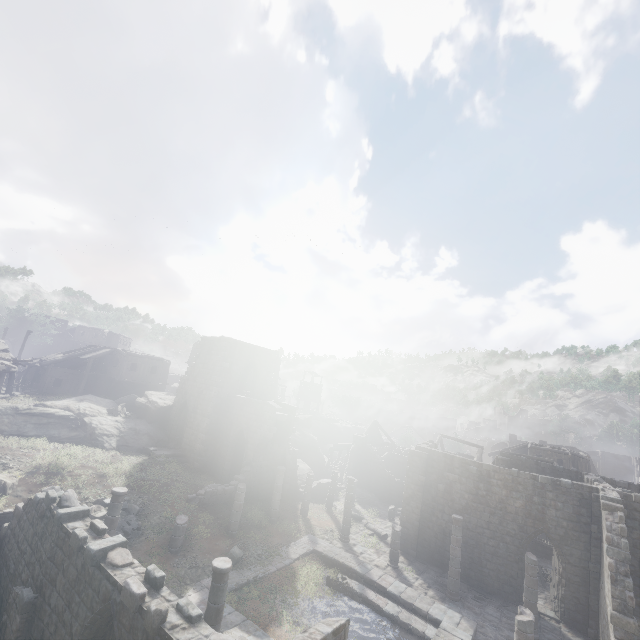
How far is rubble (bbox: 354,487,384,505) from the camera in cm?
3023

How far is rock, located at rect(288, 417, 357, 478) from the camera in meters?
38.1

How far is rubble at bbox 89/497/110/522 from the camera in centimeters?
1513cm

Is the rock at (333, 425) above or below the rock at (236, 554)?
above

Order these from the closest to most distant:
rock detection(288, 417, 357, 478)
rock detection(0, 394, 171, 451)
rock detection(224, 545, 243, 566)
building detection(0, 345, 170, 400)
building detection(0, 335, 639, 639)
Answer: building detection(0, 335, 639, 639)
rock detection(224, 545, 243, 566)
rock detection(0, 394, 171, 451)
building detection(0, 345, 170, 400)
rock detection(288, 417, 357, 478)

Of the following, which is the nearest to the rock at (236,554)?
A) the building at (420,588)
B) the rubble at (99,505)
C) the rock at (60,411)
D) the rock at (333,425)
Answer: the building at (420,588)

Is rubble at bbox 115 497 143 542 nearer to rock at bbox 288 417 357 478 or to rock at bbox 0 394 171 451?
rock at bbox 0 394 171 451

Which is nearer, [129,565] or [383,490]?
[129,565]
